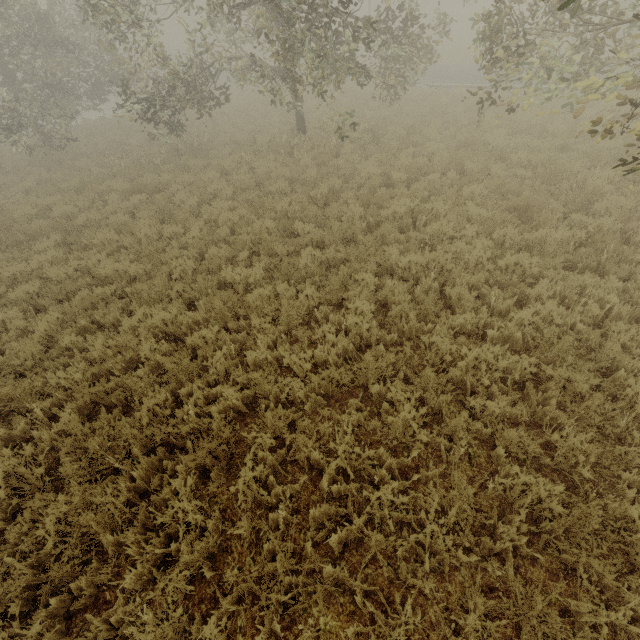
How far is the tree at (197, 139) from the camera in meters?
14.8 m

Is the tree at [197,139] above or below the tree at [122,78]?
below

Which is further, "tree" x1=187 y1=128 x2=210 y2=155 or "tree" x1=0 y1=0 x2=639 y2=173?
"tree" x1=187 y1=128 x2=210 y2=155

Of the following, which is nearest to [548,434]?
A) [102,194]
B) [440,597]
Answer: [440,597]

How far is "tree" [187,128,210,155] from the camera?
14.8 meters

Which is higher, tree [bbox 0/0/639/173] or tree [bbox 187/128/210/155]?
tree [bbox 0/0/639/173]
